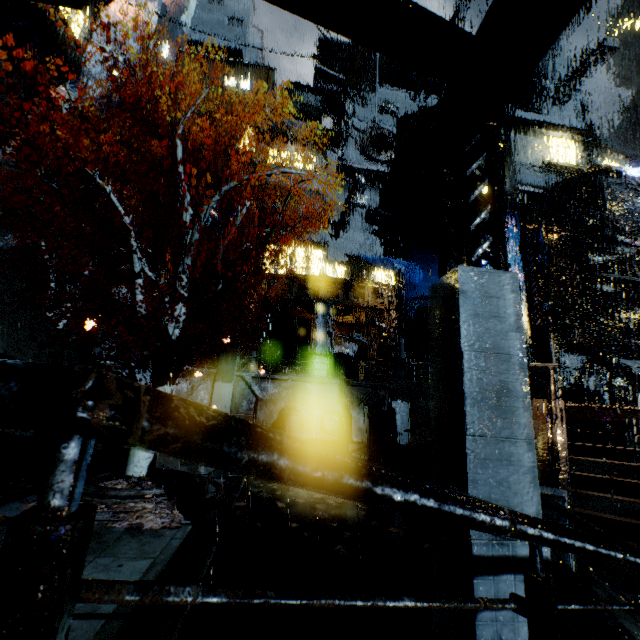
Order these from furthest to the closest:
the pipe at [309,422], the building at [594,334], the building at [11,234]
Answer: the building at [594,334], the building at [11,234], the pipe at [309,422]

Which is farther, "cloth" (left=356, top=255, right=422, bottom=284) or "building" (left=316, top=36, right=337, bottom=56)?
"building" (left=316, top=36, right=337, bottom=56)

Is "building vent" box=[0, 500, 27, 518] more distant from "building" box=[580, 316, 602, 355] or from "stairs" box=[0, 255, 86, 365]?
"building" box=[580, 316, 602, 355]

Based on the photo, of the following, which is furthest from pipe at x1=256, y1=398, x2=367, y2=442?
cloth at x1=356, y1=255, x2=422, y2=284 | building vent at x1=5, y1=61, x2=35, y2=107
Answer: building vent at x1=5, y1=61, x2=35, y2=107

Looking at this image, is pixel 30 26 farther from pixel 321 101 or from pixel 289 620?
pixel 289 620

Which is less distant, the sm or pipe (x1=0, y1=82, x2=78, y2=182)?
pipe (x1=0, y1=82, x2=78, y2=182)

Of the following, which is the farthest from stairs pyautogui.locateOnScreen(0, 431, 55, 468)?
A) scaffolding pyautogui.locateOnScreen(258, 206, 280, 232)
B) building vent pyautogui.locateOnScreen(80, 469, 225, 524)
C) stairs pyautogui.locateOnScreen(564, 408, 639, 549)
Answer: stairs pyautogui.locateOnScreen(564, 408, 639, 549)

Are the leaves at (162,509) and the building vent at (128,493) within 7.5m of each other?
yes
